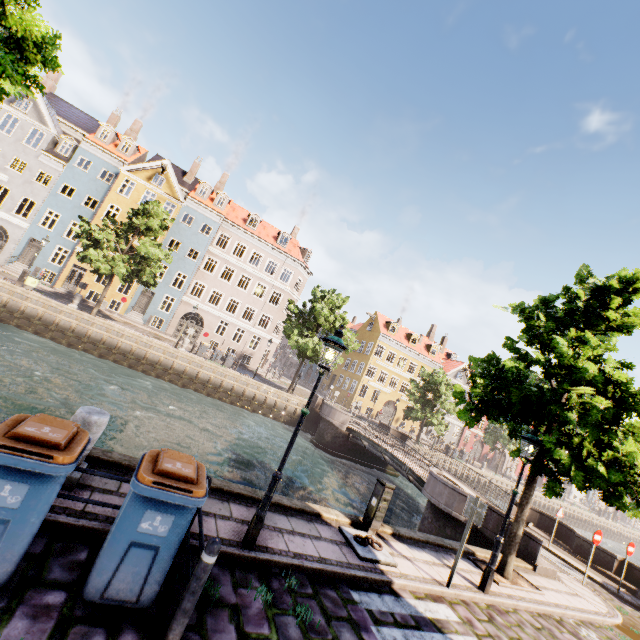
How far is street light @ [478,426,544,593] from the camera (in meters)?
7.41

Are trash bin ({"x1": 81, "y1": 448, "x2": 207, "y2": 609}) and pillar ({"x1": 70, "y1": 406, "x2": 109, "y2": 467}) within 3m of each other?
yes

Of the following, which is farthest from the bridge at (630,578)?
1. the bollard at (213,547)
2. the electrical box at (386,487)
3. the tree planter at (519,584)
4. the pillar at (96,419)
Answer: the pillar at (96,419)

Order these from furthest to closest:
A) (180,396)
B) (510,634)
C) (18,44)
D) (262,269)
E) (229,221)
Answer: (262,269), (229,221), (180,396), (510,634), (18,44)

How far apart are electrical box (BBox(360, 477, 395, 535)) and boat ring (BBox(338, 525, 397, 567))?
0.04m

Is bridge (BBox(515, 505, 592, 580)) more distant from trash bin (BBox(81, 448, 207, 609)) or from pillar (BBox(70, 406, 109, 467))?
pillar (BBox(70, 406, 109, 467))

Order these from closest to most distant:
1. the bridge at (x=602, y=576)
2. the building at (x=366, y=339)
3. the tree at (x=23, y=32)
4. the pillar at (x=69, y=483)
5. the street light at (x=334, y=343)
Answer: the tree at (x=23, y=32), the pillar at (x=69, y=483), the street light at (x=334, y=343), the bridge at (x=602, y=576), the building at (x=366, y=339)

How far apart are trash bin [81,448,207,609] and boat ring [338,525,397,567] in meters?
4.0
